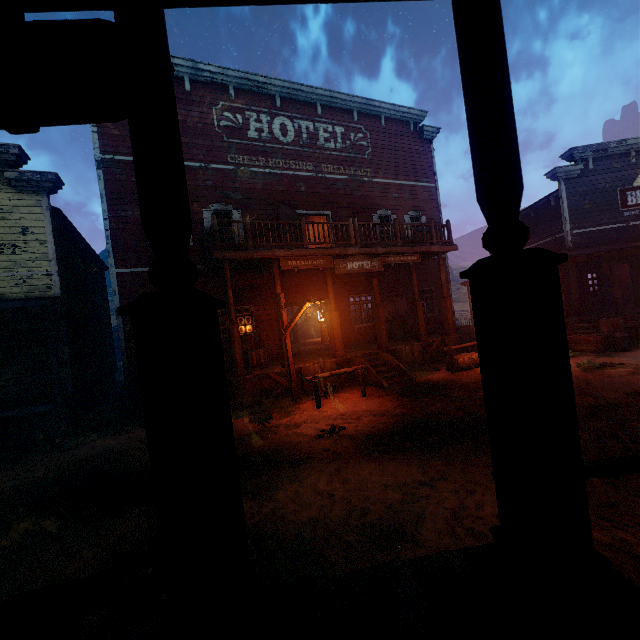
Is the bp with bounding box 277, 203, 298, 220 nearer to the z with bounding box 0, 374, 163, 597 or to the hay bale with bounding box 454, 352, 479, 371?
the z with bounding box 0, 374, 163, 597

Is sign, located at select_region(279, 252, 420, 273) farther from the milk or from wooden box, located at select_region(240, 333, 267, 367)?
the milk

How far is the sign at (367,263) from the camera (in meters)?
10.50

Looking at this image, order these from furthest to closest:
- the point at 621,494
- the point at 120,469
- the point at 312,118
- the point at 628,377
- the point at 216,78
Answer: the point at 312,118, the point at 216,78, the point at 628,377, the point at 120,469, the point at 621,494

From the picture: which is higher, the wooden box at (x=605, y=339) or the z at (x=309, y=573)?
the wooden box at (x=605, y=339)

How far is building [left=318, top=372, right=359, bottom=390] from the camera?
11.0m

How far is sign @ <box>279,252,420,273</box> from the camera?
10.5m

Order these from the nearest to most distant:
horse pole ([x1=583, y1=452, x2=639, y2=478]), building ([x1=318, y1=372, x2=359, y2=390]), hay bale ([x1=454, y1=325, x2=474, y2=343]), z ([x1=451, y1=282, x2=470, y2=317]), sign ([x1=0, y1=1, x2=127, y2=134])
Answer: sign ([x1=0, y1=1, x2=127, y2=134])
horse pole ([x1=583, y1=452, x2=639, y2=478])
building ([x1=318, y1=372, x2=359, y2=390])
hay bale ([x1=454, y1=325, x2=474, y2=343])
z ([x1=451, y1=282, x2=470, y2=317])
